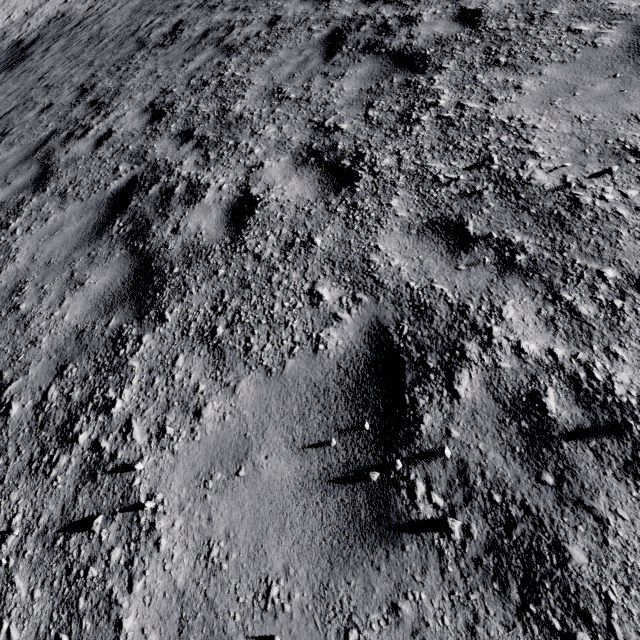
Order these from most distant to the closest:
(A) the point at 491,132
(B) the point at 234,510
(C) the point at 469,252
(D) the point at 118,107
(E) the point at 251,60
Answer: (D) the point at 118,107 < (E) the point at 251,60 < (A) the point at 491,132 < (C) the point at 469,252 < (B) the point at 234,510
